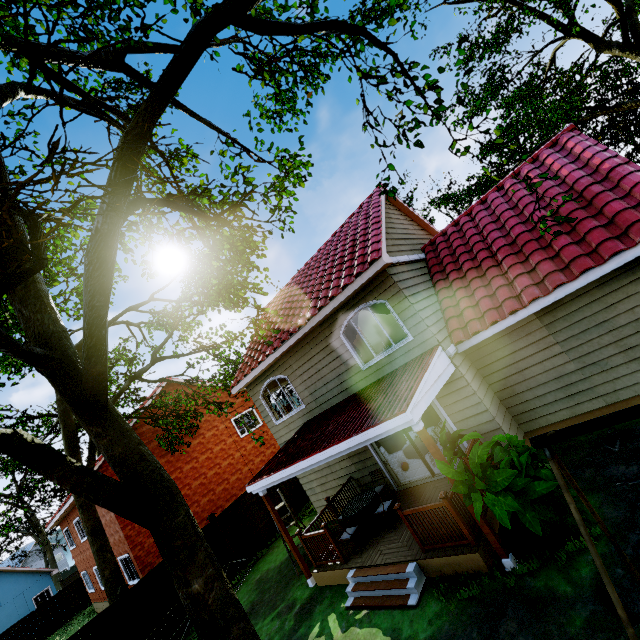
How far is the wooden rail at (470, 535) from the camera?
6.00m

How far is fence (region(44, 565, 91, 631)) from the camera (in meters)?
23.81

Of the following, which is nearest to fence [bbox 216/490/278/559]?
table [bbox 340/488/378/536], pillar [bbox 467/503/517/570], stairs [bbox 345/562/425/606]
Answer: stairs [bbox 345/562/425/606]

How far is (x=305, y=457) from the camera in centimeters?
754cm

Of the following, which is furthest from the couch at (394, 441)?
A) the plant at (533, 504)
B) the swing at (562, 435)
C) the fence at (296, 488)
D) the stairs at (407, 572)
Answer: the swing at (562, 435)

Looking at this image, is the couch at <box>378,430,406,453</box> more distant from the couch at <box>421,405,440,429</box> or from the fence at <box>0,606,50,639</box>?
the fence at <box>0,606,50,639</box>

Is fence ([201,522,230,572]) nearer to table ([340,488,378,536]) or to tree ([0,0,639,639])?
tree ([0,0,639,639])

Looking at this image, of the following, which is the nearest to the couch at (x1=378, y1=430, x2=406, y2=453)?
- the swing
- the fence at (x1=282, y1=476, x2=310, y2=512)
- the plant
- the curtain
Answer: the fence at (x1=282, y1=476, x2=310, y2=512)
